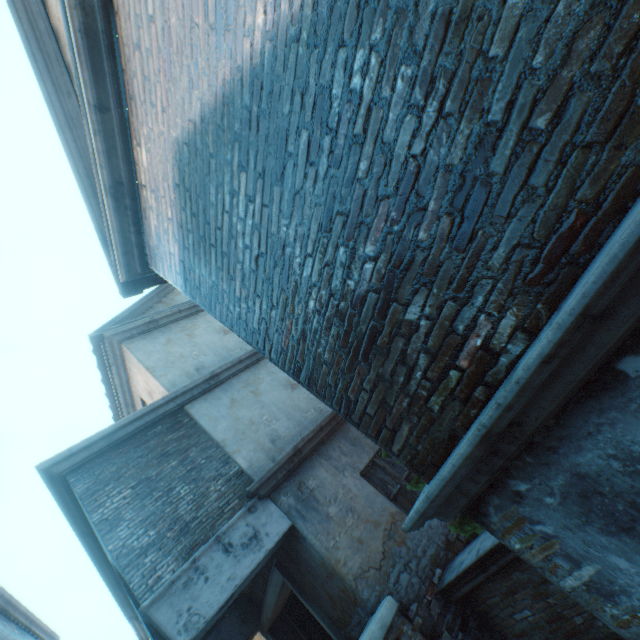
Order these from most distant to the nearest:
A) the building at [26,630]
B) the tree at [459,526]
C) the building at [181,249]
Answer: the building at [26,630]
the tree at [459,526]
the building at [181,249]

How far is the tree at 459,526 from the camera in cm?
473

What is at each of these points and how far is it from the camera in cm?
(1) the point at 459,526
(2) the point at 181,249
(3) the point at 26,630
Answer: (1) tree, 489
(2) building, 326
(3) building, 842

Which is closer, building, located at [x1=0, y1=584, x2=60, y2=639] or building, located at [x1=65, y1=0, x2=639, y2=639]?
building, located at [x1=65, y1=0, x2=639, y2=639]

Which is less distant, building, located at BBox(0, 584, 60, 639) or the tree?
the tree

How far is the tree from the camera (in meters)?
4.73

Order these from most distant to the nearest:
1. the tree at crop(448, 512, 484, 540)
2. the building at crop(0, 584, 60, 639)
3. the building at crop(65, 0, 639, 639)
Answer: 1. the building at crop(0, 584, 60, 639)
2. the tree at crop(448, 512, 484, 540)
3. the building at crop(65, 0, 639, 639)

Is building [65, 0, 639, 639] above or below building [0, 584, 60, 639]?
below
